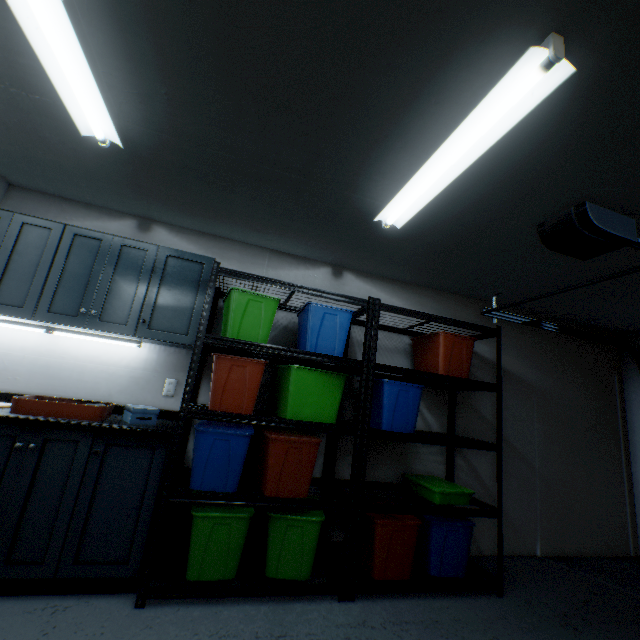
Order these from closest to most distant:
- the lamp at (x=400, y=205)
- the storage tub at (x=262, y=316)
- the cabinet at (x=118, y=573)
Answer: the lamp at (x=400, y=205), the cabinet at (x=118, y=573), the storage tub at (x=262, y=316)

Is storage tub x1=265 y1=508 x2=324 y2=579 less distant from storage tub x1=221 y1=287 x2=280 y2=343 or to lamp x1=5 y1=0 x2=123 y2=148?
storage tub x1=221 y1=287 x2=280 y2=343

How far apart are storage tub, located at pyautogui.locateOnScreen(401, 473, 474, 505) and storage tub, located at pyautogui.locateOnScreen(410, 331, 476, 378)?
0.8m

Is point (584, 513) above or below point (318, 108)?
below

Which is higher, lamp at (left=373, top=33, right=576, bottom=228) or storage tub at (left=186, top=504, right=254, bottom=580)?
lamp at (left=373, top=33, right=576, bottom=228)

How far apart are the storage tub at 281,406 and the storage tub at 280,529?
0.58m

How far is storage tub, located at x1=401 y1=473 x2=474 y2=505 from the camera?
2.36m

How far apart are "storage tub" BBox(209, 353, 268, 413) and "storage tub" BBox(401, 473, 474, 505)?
1.41m
